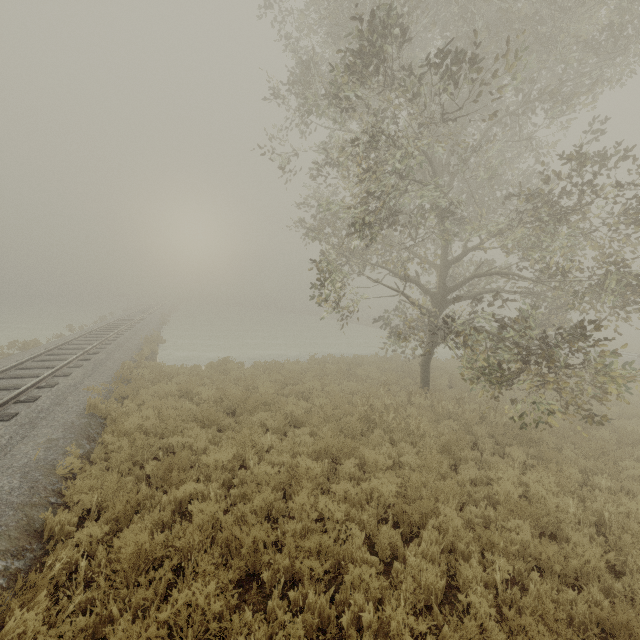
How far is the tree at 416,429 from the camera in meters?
8.7

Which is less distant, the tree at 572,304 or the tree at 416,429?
the tree at 572,304

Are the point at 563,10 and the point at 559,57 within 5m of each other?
yes

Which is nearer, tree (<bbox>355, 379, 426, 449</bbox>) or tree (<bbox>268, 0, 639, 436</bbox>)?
tree (<bbox>268, 0, 639, 436</bbox>)

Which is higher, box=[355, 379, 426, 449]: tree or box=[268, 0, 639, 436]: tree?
box=[268, 0, 639, 436]: tree

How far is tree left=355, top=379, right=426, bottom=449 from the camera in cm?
870
